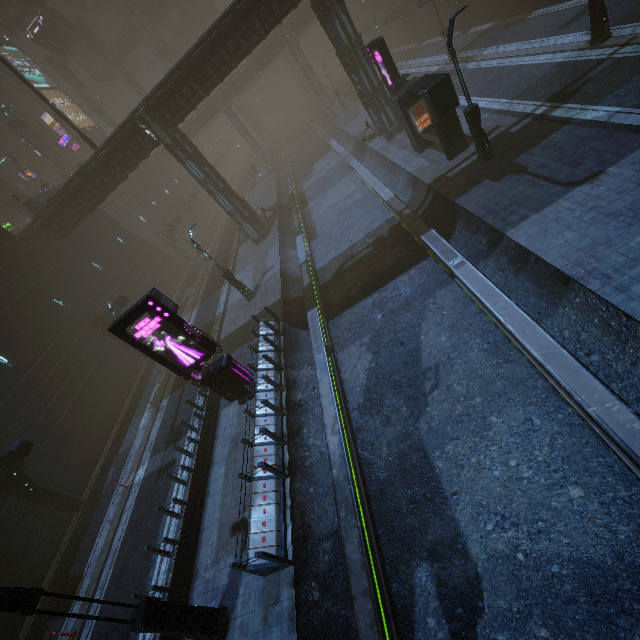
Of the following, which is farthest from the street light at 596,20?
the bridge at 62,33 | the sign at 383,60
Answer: the bridge at 62,33

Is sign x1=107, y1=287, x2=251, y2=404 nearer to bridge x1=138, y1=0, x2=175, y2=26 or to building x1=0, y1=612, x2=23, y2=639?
building x1=0, y1=612, x2=23, y2=639

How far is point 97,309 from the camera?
25.86m

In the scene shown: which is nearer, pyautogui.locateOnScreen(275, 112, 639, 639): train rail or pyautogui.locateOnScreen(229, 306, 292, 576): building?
pyautogui.locateOnScreen(275, 112, 639, 639): train rail

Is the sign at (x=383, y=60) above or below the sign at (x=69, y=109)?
below

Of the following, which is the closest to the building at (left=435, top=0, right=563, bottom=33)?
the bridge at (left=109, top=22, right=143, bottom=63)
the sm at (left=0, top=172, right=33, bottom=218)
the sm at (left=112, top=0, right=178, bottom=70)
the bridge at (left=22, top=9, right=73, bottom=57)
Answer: the sm at (left=0, top=172, right=33, bottom=218)

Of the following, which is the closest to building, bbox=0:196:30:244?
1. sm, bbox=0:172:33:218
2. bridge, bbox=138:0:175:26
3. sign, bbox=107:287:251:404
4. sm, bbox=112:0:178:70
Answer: sign, bbox=107:287:251:404

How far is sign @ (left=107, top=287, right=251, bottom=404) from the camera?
11.1 meters
